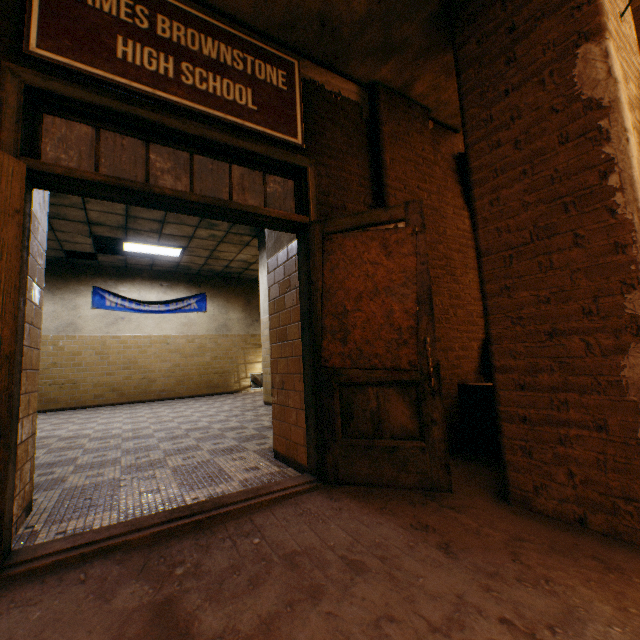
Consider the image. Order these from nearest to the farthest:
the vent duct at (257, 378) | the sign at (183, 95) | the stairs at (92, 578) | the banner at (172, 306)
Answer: the stairs at (92, 578) < the sign at (183, 95) < the banner at (172, 306) < the vent duct at (257, 378)

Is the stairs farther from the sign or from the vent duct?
the vent duct

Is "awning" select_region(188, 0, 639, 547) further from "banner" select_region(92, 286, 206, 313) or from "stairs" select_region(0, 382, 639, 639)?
"banner" select_region(92, 286, 206, 313)

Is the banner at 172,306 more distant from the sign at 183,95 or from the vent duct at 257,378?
the sign at 183,95

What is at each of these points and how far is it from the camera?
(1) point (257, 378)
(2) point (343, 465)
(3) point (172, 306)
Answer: (1) vent duct, 11.9 meters
(2) door, 2.2 meters
(3) banner, 10.1 meters

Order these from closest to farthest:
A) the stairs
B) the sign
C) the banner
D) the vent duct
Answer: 1. the stairs
2. the sign
3. the banner
4. the vent duct

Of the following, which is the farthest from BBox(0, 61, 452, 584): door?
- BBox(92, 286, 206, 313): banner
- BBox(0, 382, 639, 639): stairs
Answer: BBox(92, 286, 206, 313): banner

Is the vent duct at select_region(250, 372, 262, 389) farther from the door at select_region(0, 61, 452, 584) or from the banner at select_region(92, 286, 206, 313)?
the door at select_region(0, 61, 452, 584)
